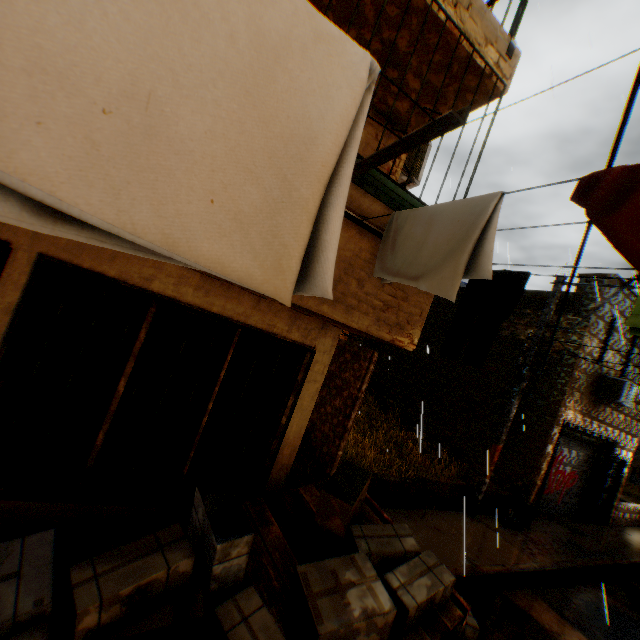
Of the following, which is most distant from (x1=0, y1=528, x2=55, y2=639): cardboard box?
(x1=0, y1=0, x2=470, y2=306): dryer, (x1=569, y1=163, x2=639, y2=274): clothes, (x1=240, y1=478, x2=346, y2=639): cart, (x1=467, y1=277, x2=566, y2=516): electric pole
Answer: (x1=0, y1=0, x2=470, y2=306): dryer

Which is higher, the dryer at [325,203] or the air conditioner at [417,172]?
the air conditioner at [417,172]

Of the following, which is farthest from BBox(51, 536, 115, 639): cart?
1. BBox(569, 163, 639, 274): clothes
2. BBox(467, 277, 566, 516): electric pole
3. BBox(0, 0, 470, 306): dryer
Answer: BBox(467, 277, 566, 516): electric pole

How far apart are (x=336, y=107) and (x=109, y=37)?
0.76m

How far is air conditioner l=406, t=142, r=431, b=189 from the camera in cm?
546

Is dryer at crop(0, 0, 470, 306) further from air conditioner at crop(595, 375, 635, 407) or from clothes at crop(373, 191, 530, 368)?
air conditioner at crop(595, 375, 635, 407)

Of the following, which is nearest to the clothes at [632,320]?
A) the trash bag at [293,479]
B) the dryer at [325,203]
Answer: the dryer at [325,203]

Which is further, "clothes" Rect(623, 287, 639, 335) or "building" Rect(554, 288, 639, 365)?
"building" Rect(554, 288, 639, 365)
